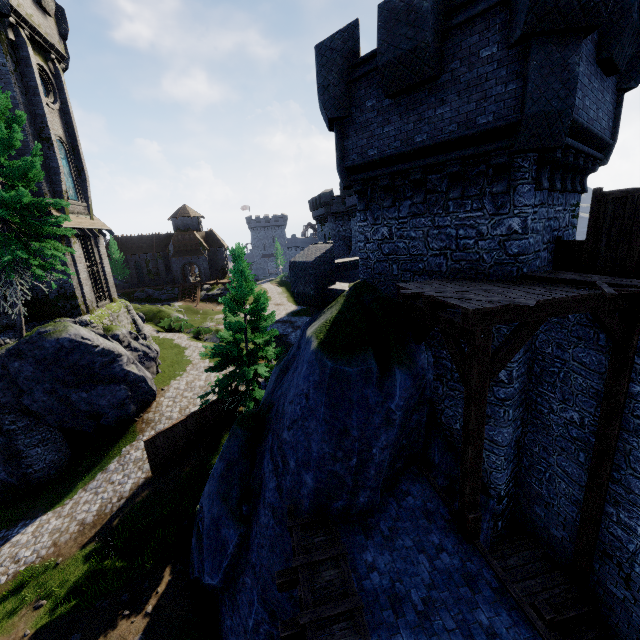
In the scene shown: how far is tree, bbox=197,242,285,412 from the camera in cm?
1727

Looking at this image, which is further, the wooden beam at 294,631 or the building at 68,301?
the building at 68,301

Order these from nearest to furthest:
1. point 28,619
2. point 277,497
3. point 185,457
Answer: point 277,497
point 28,619
point 185,457

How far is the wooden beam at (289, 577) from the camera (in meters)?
7.10

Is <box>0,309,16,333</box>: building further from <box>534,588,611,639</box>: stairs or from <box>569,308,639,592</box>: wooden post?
<box>569,308,639,592</box>: wooden post

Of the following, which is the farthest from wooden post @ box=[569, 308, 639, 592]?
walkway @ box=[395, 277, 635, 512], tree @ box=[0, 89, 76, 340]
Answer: tree @ box=[0, 89, 76, 340]

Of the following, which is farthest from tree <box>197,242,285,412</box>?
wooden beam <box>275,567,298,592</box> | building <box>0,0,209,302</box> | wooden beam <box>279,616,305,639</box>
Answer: wooden beam <box>279,616,305,639</box>

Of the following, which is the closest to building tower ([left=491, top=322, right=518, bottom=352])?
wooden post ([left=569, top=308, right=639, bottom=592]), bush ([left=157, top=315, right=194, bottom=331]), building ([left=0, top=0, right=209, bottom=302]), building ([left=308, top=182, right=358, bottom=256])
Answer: wooden post ([left=569, top=308, right=639, bottom=592])
